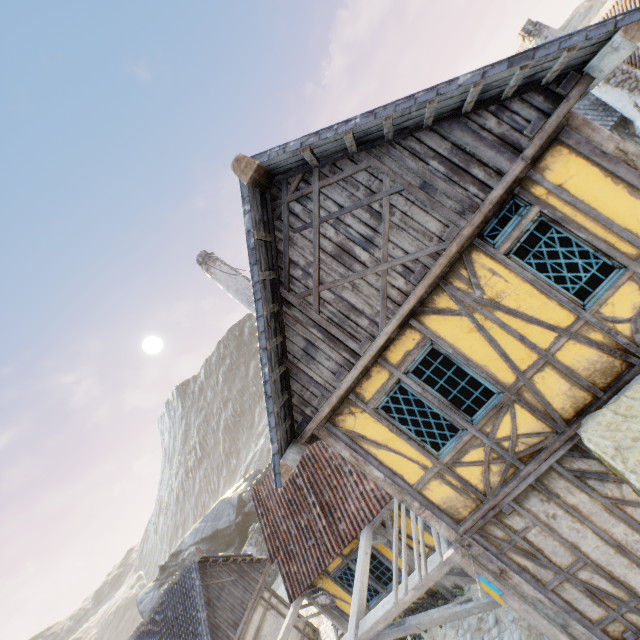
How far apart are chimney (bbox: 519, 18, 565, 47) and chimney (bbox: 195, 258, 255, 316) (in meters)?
13.85

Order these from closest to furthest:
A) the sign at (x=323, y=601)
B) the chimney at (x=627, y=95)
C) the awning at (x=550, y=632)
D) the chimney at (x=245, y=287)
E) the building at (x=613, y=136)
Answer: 1. the building at (x=613, y=136)
2. the awning at (x=550, y=632)
3. the sign at (x=323, y=601)
4. the chimney at (x=245, y=287)
5. the chimney at (x=627, y=95)

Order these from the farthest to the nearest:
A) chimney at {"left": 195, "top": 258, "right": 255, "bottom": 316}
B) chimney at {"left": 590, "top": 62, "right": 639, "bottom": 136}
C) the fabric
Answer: chimney at {"left": 590, "top": 62, "right": 639, "bottom": 136} → chimney at {"left": 195, "top": 258, "right": 255, "bottom": 316} → the fabric

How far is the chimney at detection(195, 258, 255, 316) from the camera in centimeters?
1077cm

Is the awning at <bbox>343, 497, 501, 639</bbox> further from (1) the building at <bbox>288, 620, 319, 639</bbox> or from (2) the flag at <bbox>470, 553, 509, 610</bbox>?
(1) the building at <bbox>288, 620, 319, 639</bbox>

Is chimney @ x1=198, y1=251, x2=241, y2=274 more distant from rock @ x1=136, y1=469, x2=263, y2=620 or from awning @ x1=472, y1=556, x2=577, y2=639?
rock @ x1=136, y1=469, x2=263, y2=620

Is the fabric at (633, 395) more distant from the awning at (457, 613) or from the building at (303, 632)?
the building at (303, 632)

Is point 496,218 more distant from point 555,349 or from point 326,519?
point 326,519
